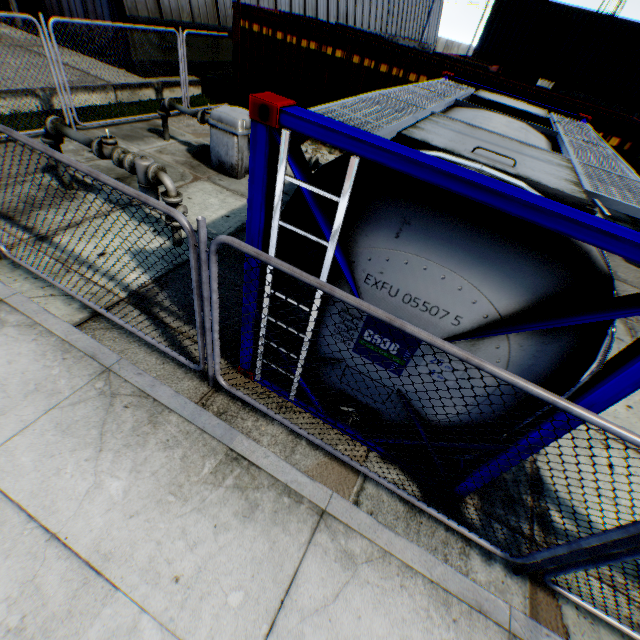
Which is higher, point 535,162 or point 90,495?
point 535,162

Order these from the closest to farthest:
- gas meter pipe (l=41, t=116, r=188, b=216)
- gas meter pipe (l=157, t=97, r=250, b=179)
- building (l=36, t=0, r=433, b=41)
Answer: gas meter pipe (l=41, t=116, r=188, b=216)
gas meter pipe (l=157, t=97, r=250, b=179)
building (l=36, t=0, r=433, b=41)

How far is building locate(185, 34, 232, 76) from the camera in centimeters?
1243cm

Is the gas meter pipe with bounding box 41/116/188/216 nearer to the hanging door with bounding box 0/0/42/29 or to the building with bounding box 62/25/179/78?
the building with bounding box 62/25/179/78

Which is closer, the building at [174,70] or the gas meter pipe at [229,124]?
the gas meter pipe at [229,124]

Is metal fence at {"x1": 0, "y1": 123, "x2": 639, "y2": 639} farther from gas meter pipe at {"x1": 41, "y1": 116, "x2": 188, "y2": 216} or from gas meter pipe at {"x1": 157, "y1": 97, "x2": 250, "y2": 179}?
gas meter pipe at {"x1": 41, "y1": 116, "x2": 188, "y2": 216}

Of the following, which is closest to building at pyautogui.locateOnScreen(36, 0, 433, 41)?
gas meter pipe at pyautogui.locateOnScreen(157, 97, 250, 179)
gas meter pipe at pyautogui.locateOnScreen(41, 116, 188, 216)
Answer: gas meter pipe at pyautogui.locateOnScreen(157, 97, 250, 179)

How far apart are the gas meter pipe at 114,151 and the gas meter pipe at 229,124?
2.82m
